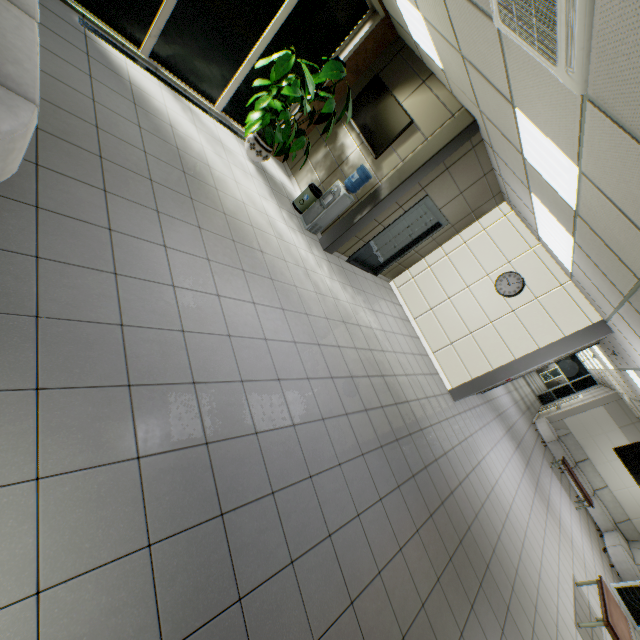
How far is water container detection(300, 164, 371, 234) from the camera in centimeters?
581cm

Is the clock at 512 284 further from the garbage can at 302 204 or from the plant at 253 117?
the plant at 253 117

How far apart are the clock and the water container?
3.7m

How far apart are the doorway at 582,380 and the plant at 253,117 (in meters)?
21.20

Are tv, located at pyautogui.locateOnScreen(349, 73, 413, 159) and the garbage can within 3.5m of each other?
yes

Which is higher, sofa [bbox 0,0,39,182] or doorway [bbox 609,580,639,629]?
sofa [bbox 0,0,39,182]

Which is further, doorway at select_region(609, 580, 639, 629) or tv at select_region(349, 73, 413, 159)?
doorway at select_region(609, 580, 639, 629)

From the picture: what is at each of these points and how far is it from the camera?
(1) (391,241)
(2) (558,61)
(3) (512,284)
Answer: (1) elevator door, 7.4m
(2) air conditioning vent, 2.0m
(3) clock, 7.1m
